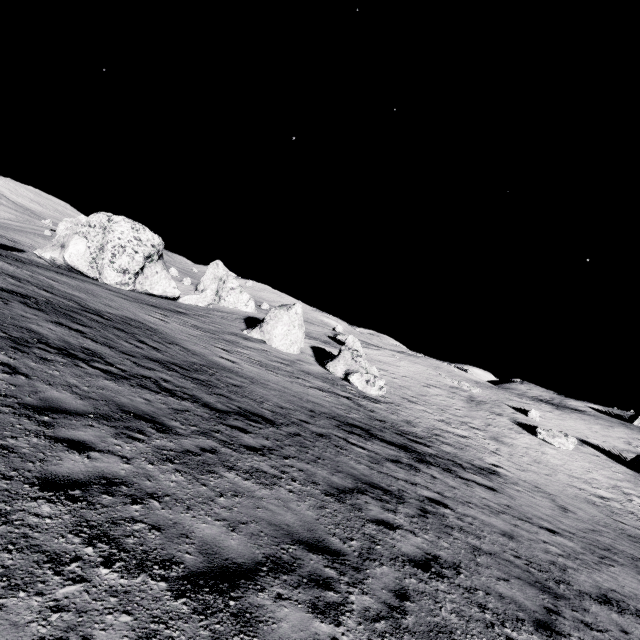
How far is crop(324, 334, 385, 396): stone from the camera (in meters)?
25.58

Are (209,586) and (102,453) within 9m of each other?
yes

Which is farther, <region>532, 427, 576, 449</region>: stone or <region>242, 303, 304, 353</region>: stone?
<region>532, 427, 576, 449</region>: stone

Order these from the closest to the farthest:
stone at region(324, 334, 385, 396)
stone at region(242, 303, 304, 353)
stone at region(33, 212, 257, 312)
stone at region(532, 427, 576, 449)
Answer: stone at region(324, 334, 385, 396) < stone at region(242, 303, 304, 353) < stone at region(532, 427, 576, 449) < stone at region(33, 212, 257, 312)

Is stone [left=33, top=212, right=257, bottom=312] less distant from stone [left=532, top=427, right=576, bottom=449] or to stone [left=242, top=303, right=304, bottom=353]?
stone [left=242, top=303, right=304, bottom=353]

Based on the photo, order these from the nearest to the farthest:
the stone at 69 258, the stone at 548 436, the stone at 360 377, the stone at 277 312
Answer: the stone at 360 377, the stone at 277 312, the stone at 548 436, the stone at 69 258

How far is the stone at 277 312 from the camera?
29.4 meters

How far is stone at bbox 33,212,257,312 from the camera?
32.62m
